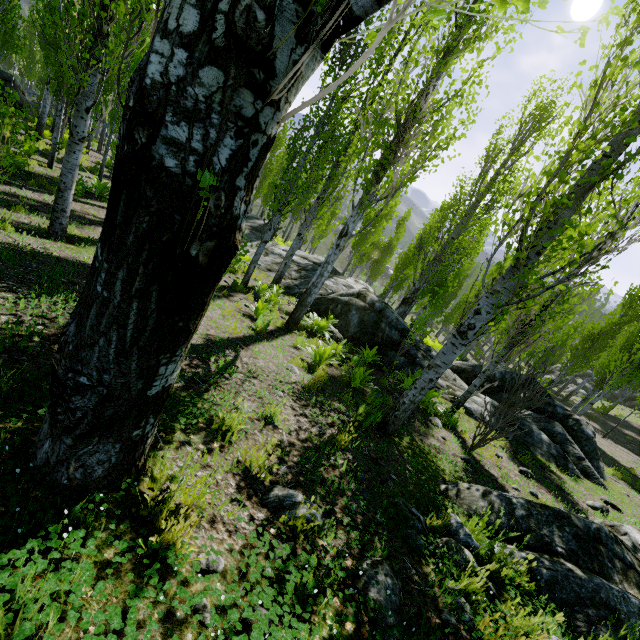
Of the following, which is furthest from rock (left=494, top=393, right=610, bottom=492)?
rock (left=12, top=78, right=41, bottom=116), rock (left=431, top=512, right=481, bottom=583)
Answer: rock (left=431, top=512, right=481, bottom=583)

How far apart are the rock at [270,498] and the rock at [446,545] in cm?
115

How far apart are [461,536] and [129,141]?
4.05m

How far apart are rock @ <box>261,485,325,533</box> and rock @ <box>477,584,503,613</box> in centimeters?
115cm

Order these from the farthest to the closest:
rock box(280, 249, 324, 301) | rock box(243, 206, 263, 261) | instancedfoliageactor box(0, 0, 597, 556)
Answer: rock box(243, 206, 263, 261)
rock box(280, 249, 324, 301)
instancedfoliageactor box(0, 0, 597, 556)

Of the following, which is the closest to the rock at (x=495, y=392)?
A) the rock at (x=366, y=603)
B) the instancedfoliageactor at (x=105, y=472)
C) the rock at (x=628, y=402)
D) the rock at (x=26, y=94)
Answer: the instancedfoliageactor at (x=105, y=472)

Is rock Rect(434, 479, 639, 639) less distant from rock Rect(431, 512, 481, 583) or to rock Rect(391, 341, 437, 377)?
rock Rect(431, 512, 481, 583)
